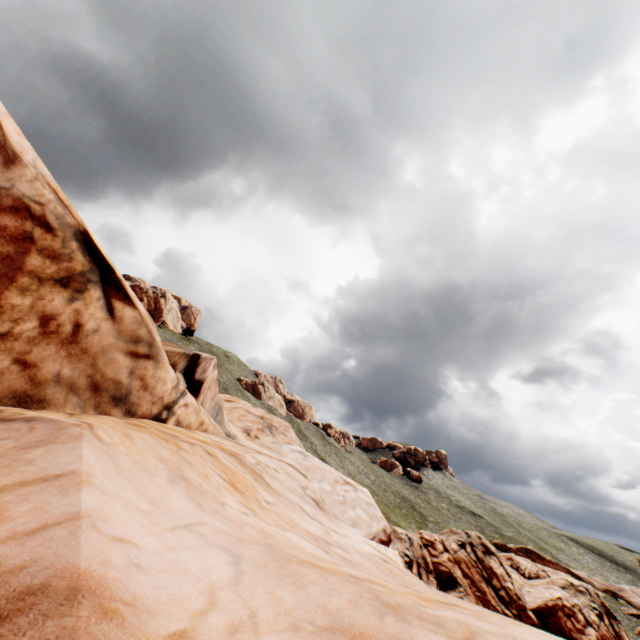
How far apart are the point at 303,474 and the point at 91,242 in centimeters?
846cm

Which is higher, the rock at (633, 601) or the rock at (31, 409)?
the rock at (31, 409)

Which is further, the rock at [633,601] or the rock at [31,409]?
the rock at [633,601]

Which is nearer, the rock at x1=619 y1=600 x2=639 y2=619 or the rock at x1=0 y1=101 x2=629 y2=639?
the rock at x1=0 y1=101 x2=629 y2=639

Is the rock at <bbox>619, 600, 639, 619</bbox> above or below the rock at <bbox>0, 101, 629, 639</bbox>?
below
